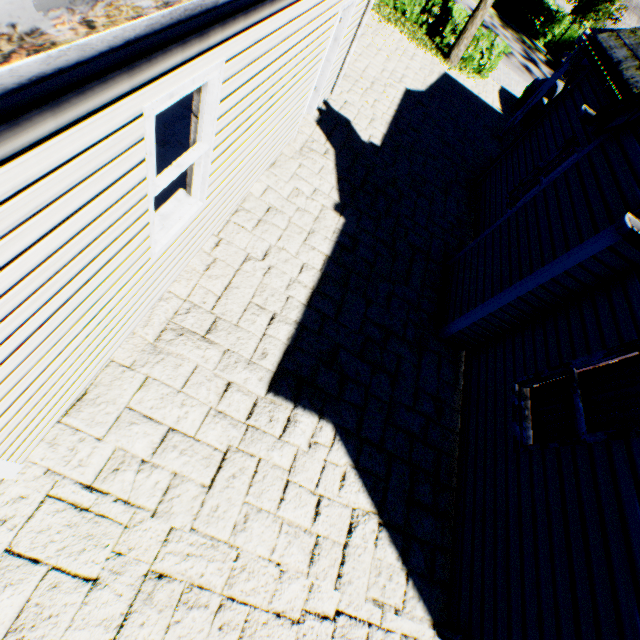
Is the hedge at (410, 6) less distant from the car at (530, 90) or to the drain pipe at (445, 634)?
the car at (530, 90)

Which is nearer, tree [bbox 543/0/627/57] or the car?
the car

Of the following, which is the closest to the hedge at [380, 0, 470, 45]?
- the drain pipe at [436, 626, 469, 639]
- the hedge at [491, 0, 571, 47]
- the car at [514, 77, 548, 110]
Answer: the car at [514, 77, 548, 110]

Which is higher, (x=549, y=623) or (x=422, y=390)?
(x=549, y=623)

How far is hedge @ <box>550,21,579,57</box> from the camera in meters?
23.5

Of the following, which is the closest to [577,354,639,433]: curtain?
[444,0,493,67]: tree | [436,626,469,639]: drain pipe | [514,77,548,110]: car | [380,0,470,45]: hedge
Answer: [436,626,469,639]: drain pipe

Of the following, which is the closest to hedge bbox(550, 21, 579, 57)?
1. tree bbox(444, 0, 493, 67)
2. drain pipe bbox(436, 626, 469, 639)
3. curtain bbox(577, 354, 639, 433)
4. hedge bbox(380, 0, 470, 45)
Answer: tree bbox(444, 0, 493, 67)

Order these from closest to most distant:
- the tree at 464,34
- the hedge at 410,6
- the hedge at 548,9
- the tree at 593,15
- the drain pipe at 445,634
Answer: the drain pipe at 445,634
the tree at 464,34
the hedge at 410,6
the tree at 593,15
the hedge at 548,9
